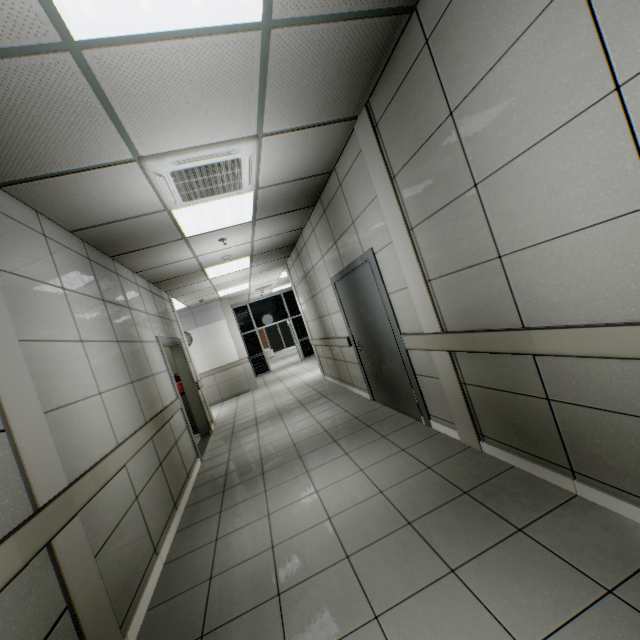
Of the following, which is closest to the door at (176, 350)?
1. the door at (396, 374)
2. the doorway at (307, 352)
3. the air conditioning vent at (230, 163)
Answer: the air conditioning vent at (230, 163)

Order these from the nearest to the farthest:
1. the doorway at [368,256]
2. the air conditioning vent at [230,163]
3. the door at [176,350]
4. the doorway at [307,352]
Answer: the air conditioning vent at [230,163], the doorway at [368,256], the door at [176,350], the doorway at [307,352]

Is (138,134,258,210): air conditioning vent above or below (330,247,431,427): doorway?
above

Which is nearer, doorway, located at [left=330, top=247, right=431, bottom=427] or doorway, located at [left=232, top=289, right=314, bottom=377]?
doorway, located at [left=330, top=247, right=431, bottom=427]

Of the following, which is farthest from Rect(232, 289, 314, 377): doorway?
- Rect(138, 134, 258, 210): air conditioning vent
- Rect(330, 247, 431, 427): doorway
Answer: Rect(138, 134, 258, 210): air conditioning vent

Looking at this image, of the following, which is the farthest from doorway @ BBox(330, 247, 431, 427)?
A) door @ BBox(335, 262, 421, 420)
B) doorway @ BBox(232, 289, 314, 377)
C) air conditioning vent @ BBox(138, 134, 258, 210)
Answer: doorway @ BBox(232, 289, 314, 377)

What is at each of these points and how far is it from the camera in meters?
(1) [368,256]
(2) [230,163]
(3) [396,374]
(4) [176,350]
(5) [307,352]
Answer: (1) doorway, 3.8
(2) air conditioning vent, 2.9
(3) door, 4.2
(4) door, 6.8
(5) doorway, 14.8

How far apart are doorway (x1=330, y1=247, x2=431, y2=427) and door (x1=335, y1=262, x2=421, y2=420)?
0.01m
